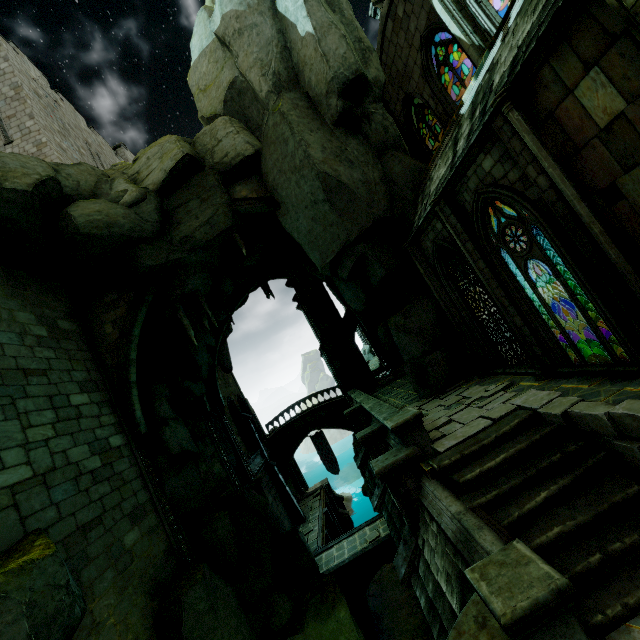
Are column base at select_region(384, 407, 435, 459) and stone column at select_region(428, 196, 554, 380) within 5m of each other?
yes

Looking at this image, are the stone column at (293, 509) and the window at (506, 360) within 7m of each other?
no

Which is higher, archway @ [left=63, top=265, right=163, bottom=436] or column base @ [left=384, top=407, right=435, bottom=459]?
archway @ [left=63, top=265, right=163, bottom=436]

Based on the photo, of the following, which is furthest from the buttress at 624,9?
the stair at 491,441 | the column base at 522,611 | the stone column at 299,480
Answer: the stone column at 299,480

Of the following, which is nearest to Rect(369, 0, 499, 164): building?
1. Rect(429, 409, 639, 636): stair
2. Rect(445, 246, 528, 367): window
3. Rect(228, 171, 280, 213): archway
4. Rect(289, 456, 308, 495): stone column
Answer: Rect(445, 246, 528, 367): window

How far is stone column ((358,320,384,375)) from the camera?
35.5m

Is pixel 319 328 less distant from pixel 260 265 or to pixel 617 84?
pixel 260 265

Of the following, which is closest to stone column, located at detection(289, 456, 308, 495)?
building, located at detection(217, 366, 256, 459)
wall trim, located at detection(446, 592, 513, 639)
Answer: building, located at detection(217, 366, 256, 459)
